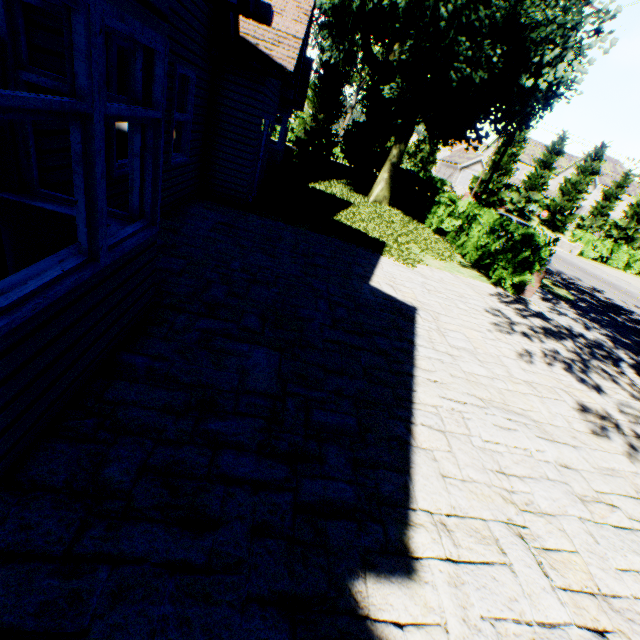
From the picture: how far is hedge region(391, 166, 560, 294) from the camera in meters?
9.0 m

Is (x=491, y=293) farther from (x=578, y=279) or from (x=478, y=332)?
(x=578, y=279)

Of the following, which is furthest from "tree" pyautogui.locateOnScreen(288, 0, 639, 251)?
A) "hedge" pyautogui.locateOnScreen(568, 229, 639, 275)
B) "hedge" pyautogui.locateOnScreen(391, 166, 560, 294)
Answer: "hedge" pyautogui.locateOnScreen(568, 229, 639, 275)

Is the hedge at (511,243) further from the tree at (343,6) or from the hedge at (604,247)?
the hedge at (604,247)

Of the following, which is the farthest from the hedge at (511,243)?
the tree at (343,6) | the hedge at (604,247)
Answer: the hedge at (604,247)

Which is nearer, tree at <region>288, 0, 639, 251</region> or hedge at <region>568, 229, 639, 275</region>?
tree at <region>288, 0, 639, 251</region>

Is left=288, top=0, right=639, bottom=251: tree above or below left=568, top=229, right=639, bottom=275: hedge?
above
